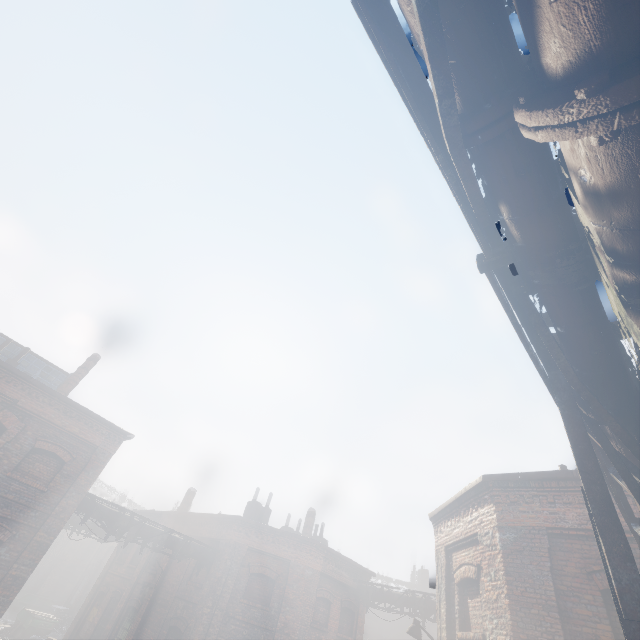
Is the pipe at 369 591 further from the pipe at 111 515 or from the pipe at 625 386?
the pipe at 625 386

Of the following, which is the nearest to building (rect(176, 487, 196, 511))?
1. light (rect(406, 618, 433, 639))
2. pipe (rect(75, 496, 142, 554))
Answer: pipe (rect(75, 496, 142, 554))

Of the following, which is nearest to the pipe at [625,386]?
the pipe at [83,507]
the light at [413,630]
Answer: the light at [413,630]

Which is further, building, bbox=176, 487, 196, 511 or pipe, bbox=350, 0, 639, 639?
building, bbox=176, 487, 196, 511

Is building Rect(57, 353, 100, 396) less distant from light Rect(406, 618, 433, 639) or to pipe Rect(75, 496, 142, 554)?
pipe Rect(75, 496, 142, 554)

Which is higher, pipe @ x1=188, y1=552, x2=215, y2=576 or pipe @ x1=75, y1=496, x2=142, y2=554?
pipe @ x1=75, y1=496, x2=142, y2=554

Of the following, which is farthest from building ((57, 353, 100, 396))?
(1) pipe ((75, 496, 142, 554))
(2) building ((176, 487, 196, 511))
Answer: (2) building ((176, 487, 196, 511))

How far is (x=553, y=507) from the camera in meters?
7.2
